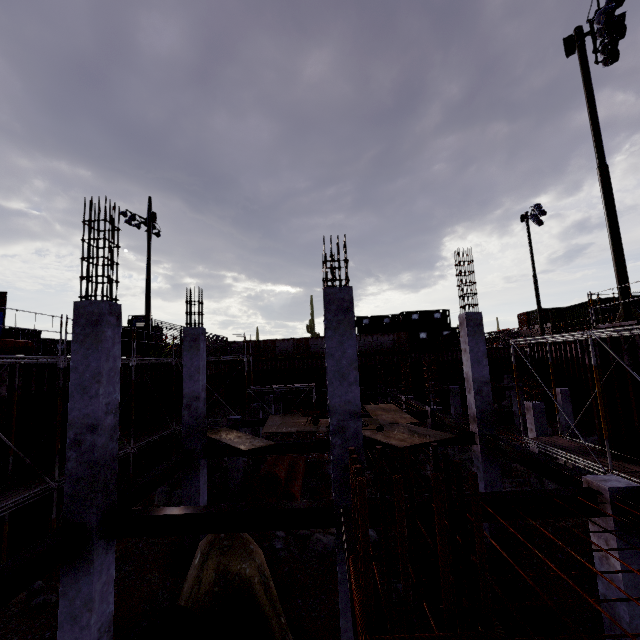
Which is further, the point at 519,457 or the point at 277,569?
the point at 277,569

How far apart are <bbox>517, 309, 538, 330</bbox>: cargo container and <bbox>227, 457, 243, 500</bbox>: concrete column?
47.36m

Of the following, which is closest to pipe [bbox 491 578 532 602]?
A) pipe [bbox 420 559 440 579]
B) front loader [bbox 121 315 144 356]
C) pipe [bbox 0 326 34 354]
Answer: A: pipe [bbox 420 559 440 579]

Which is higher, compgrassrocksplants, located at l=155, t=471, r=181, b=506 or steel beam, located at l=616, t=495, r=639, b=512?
steel beam, located at l=616, t=495, r=639, b=512

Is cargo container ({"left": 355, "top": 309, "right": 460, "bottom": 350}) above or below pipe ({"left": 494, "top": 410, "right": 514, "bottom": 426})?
above

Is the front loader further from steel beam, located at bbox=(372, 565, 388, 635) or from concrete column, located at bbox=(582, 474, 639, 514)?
concrete column, located at bbox=(582, 474, 639, 514)

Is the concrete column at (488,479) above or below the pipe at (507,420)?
above

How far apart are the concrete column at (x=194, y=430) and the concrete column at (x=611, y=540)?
10.4 meters
